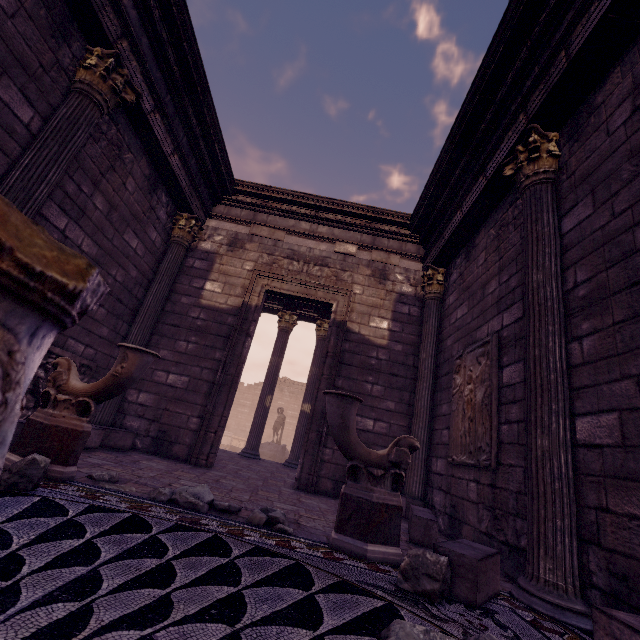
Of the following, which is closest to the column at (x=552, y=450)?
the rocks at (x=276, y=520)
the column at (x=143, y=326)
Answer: the rocks at (x=276, y=520)

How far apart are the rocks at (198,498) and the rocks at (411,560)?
→ 1.8m

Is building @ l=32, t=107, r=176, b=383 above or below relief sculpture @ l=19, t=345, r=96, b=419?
above

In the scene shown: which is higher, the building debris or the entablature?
the entablature

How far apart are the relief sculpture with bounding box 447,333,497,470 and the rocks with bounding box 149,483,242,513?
2.84m

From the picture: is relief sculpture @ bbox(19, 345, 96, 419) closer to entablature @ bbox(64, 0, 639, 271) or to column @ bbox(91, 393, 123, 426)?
column @ bbox(91, 393, 123, 426)

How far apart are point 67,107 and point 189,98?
2.3m

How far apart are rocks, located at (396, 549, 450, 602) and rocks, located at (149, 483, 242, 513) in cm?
177
